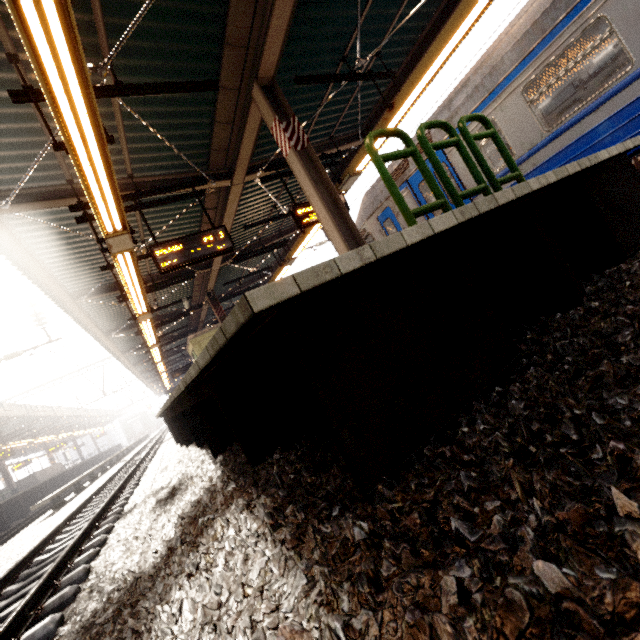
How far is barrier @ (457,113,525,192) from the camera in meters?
3.4

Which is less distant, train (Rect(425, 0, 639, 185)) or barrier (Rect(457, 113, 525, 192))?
barrier (Rect(457, 113, 525, 192))

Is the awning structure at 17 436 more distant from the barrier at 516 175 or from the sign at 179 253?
the barrier at 516 175

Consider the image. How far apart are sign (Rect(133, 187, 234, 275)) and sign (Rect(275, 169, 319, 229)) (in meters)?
1.64

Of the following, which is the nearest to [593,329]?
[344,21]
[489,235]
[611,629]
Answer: [489,235]

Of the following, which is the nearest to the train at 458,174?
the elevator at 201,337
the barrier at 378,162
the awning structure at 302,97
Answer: the awning structure at 302,97

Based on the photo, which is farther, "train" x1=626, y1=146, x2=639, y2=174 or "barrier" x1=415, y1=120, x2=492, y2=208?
"train" x1=626, y1=146, x2=639, y2=174

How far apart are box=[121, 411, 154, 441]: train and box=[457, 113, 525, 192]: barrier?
65.3m
